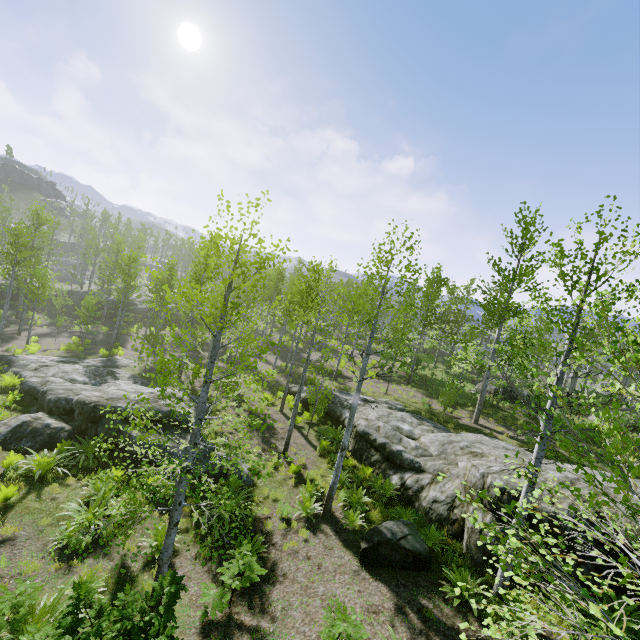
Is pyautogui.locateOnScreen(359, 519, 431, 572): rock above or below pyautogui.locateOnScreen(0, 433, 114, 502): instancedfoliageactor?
above

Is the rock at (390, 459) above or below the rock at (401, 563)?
above

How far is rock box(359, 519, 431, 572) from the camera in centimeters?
844cm

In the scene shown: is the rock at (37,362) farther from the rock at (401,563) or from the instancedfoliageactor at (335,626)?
the rock at (401,563)

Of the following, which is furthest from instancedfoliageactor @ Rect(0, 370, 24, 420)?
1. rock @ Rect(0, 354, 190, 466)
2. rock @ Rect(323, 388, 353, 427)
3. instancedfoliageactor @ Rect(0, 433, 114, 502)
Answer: instancedfoliageactor @ Rect(0, 433, 114, 502)

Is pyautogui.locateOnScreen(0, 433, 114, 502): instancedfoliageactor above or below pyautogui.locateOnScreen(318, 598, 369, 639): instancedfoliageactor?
below

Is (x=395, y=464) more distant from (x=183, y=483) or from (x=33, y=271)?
(x=33, y=271)

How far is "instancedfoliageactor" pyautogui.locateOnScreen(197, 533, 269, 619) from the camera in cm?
692
